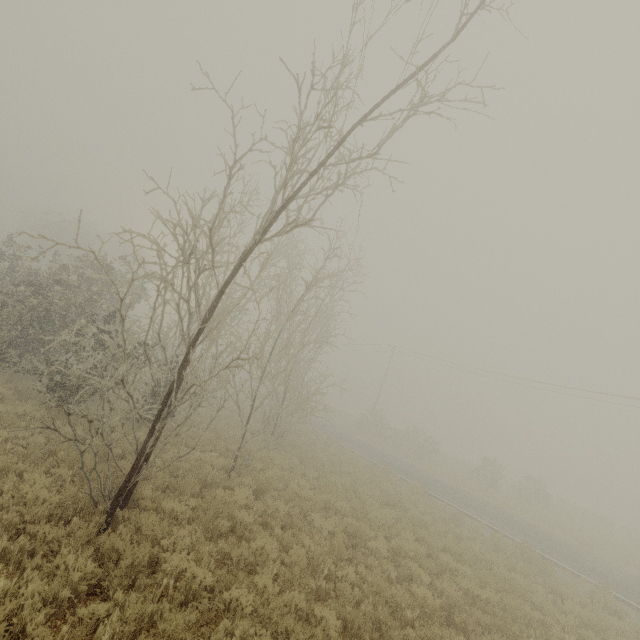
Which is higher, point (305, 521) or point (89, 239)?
point (89, 239)
